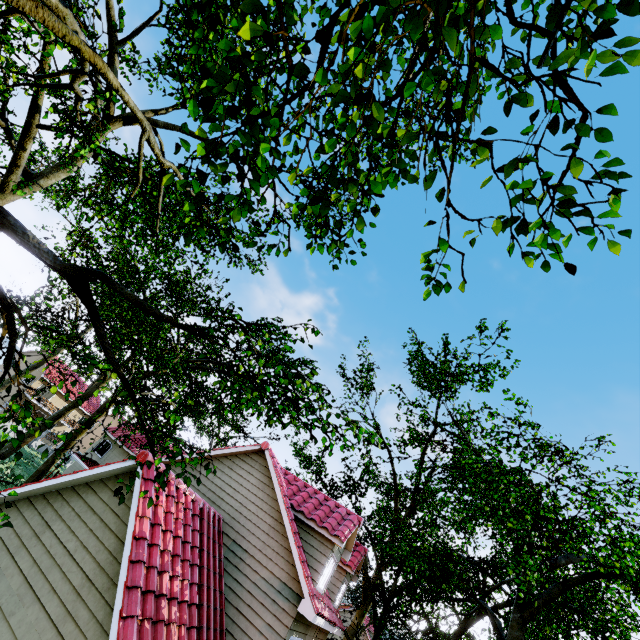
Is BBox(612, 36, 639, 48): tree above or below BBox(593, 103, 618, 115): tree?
above

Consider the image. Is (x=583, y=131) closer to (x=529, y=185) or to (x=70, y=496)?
(x=529, y=185)

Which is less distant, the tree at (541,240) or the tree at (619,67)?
the tree at (619,67)

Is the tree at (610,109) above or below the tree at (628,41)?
below

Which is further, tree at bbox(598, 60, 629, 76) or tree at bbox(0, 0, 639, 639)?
tree at bbox(0, 0, 639, 639)

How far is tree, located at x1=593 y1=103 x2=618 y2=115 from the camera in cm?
213
